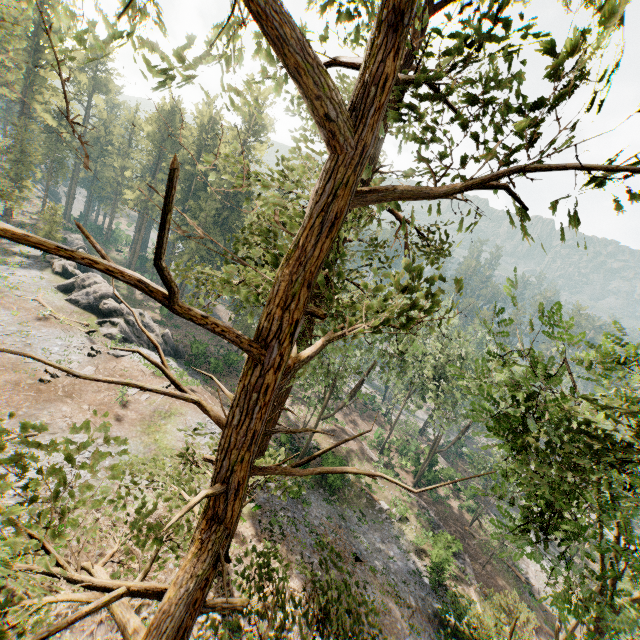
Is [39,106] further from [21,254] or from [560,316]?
[560,316]

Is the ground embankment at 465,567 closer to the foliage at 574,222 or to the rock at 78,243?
the foliage at 574,222

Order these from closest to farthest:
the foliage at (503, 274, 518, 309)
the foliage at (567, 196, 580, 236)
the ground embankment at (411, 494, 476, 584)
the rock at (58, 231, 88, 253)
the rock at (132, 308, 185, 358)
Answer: the foliage at (567, 196, 580, 236), the foliage at (503, 274, 518, 309), the ground embankment at (411, 494, 476, 584), the rock at (132, 308, 185, 358), the rock at (58, 231, 88, 253)

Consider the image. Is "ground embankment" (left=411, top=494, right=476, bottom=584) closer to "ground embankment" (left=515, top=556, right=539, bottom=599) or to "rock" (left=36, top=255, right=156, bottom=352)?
"ground embankment" (left=515, top=556, right=539, bottom=599)

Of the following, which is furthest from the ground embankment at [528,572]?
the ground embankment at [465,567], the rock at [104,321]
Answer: the rock at [104,321]

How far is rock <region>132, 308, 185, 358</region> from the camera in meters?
36.0

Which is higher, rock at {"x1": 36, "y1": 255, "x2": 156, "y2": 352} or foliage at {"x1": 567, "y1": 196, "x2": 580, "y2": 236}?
foliage at {"x1": 567, "y1": 196, "x2": 580, "y2": 236}

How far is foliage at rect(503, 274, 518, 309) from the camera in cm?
672
